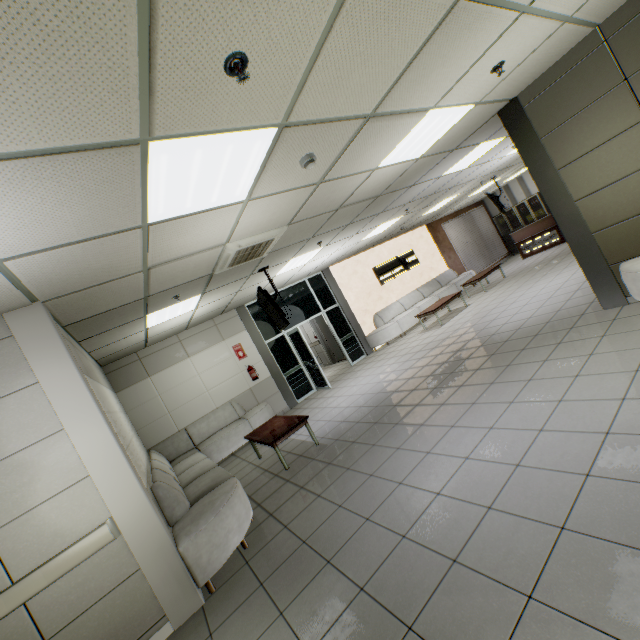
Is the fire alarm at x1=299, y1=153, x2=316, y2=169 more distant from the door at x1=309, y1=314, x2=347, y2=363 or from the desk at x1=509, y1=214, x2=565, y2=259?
the desk at x1=509, y1=214, x2=565, y2=259

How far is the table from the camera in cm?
512

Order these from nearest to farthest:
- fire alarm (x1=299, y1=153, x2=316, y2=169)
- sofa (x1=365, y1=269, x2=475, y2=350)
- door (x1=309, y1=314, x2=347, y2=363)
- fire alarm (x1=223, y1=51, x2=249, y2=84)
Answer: fire alarm (x1=223, y1=51, x2=249, y2=84) → fire alarm (x1=299, y1=153, x2=316, y2=169) → sofa (x1=365, y1=269, x2=475, y2=350) → door (x1=309, y1=314, x2=347, y2=363)

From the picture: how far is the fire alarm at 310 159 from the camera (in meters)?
3.01

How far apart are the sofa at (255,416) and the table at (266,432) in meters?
0.7 m

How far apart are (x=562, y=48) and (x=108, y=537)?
7.0 meters

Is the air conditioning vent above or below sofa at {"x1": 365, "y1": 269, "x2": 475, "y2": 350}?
above

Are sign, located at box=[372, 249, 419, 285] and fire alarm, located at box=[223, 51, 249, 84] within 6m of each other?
no
